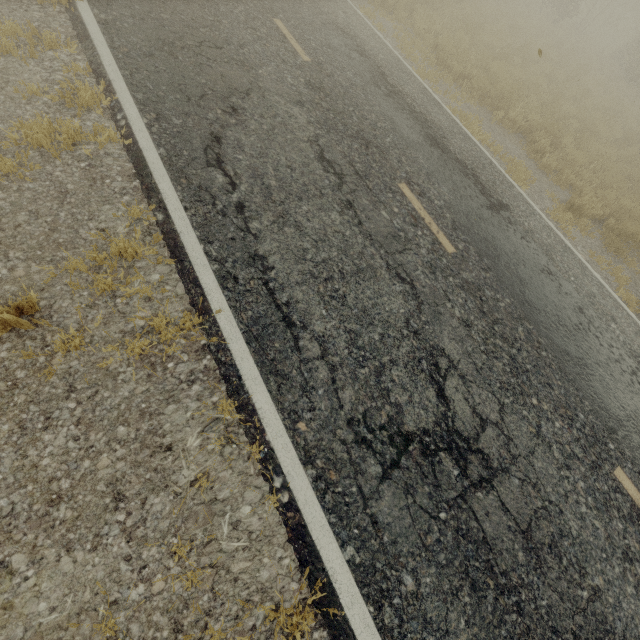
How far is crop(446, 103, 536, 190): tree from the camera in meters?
7.5

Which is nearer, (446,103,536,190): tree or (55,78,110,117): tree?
(55,78,110,117): tree

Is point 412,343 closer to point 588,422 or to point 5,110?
point 588,422

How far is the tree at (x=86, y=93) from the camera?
4.1m

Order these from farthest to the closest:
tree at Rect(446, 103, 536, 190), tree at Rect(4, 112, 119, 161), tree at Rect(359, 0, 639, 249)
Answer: tree at Rect(359, 0, 639, 249), tree at Rect(446, 103, 536, 190), tree at Rect(4, 112, 119, 161)

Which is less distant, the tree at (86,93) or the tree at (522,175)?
the tree at (86,93)
